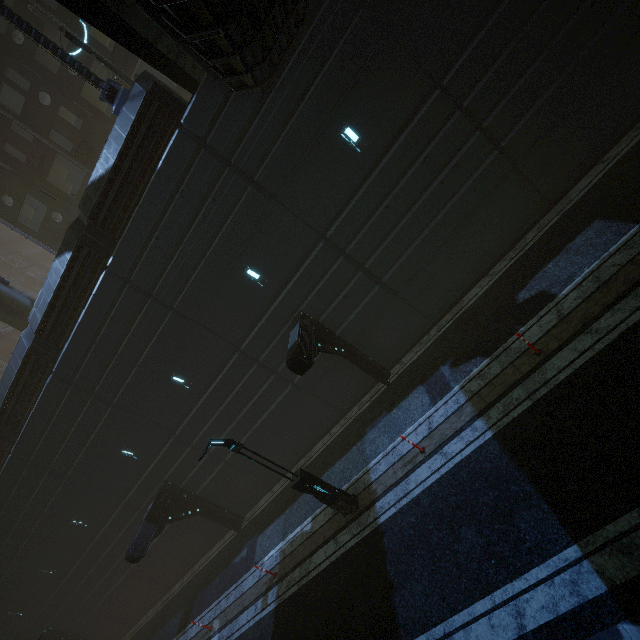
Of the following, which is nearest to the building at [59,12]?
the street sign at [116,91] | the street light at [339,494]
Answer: the street sign at [116,91]

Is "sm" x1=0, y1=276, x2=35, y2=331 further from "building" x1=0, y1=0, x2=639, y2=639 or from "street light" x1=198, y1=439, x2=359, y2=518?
"street light" x1=198, y1=439, x2=359, y2=518

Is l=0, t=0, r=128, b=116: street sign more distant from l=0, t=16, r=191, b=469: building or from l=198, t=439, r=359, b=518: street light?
l=198, t=439, r=359, b=518: street light

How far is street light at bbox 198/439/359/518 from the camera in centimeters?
976cm

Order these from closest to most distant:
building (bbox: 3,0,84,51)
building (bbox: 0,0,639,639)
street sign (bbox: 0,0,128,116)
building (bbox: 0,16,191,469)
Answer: building (bbox: 0,0,639,639) → street sign (bbox: 0,0,128,116) → building (bbox: 0,16,191,469) → building (bbox: 3,0,84,51)

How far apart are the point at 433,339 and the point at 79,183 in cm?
2466

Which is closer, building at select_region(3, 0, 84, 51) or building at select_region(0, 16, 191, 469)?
building at select_region(0, 16, 191, 469)

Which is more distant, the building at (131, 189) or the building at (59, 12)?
the building at (59, 12)
